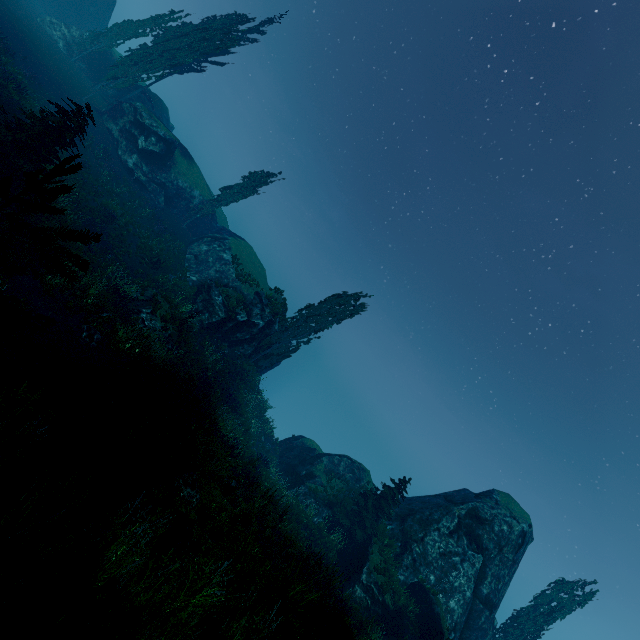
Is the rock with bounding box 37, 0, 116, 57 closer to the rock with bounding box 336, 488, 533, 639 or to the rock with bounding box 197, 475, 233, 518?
the rock with bounding box 336, 488, 533, 639

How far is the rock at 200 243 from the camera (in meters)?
26.59

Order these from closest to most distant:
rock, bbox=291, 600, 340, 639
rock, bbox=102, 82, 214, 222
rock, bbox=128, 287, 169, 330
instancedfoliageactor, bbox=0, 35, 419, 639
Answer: instancedfoliageactor, bbox=0, 35, 419, 639 < rock, bbox=291, 600, 340, 639 < rock, bbox=128, 287, 169, 330 < rock, bbox=102, 82, 214, 222

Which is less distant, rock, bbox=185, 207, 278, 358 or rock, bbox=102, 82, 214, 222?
rock, bbox=185, 207, 278, 358

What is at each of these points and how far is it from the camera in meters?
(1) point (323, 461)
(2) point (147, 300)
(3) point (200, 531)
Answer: (1) rock, 27.8
(2) rock, 19.7
(3) rock, 5.6

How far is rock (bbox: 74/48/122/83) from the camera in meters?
32.7 m

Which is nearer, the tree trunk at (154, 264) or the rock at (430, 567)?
the rock at (430, 567)

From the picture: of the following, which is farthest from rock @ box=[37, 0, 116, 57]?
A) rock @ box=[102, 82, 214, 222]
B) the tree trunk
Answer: the tree trunk
